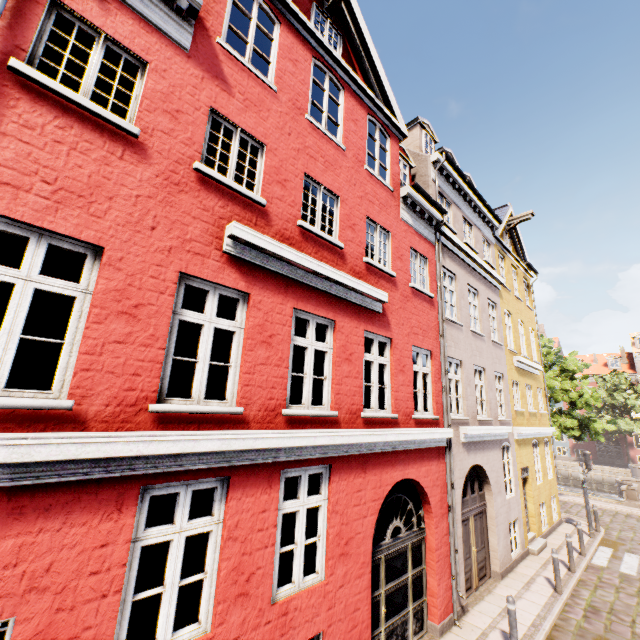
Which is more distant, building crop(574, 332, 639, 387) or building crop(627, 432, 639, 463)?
building crop(574, 332, 639, 387)

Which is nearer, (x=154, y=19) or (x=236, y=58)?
(x=154, y=19)

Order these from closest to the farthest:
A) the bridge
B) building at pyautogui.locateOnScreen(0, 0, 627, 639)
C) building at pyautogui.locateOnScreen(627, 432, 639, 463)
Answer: building at pyautogui.locateOnScreen(0, 0, 627, 639), the bridge, building at pyautogui.locateOnScreen(627, 432, 639, 463)

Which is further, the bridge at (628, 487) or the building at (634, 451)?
the building at (634, 451)

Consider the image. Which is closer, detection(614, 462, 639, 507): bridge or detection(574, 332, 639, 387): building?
detection(614, 462, 639, 507): bridge

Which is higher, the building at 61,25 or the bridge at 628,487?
the building at 61,25
